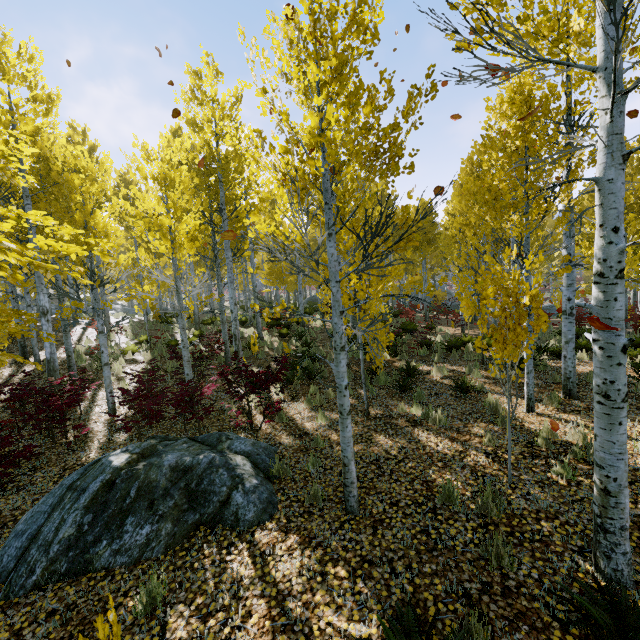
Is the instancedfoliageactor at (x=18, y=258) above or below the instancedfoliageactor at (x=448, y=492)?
above

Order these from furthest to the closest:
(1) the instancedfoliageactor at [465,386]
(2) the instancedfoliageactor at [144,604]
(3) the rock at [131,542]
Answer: (1) the instancedfoliageactor at [465,386] < (3) the rock at [131,542] < (2) the instancedfoliageactor at [144,604]

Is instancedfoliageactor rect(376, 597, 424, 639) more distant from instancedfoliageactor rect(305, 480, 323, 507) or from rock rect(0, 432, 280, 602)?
rock rect(0, 432, 280, 602)

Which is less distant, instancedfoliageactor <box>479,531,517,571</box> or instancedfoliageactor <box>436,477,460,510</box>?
instancedfoliageactor <box>479,531,517,571</box>

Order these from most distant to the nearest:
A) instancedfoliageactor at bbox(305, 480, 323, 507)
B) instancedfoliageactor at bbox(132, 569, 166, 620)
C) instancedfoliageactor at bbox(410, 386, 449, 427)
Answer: instancedfoliageactor at bbox(410, 386, 449, 427)
instancedfoliageactor at bbox(305, 480, 323, 507)
instancedfoliageactor at bbox(132, 569, 166, 620)

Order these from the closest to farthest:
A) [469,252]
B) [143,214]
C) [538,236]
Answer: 1. [143,214]
2. [469,252]
3. [538,236]

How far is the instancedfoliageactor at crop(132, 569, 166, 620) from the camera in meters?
3.2 m

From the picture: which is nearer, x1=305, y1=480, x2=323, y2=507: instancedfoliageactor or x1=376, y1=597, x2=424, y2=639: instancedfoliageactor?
x1=376, y1=597, x2=424, y2=639: instancedfoliageactor
